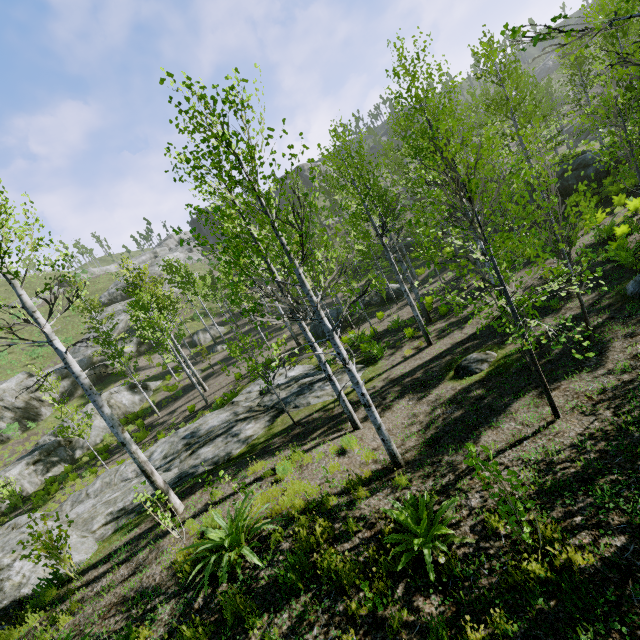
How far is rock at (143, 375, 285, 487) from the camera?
10.71m

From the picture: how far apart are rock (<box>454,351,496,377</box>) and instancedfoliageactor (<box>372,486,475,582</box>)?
4.7m

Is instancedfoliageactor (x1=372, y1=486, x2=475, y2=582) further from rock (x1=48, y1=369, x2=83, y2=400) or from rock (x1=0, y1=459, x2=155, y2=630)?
rock (x1=48, y1=369, x2=83, y2=400)

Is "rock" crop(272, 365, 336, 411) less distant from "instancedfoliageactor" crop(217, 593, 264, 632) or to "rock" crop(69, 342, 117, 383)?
"instancedfoliageactor" crop(217, 593, 264, 632)

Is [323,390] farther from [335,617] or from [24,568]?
[24,568]

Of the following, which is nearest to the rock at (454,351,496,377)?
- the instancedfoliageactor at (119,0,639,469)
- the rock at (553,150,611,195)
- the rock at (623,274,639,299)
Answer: the instancedfoliageactor at (119,0,639,469)

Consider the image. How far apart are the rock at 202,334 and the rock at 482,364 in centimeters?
3020cm

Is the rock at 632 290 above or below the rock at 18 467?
below
